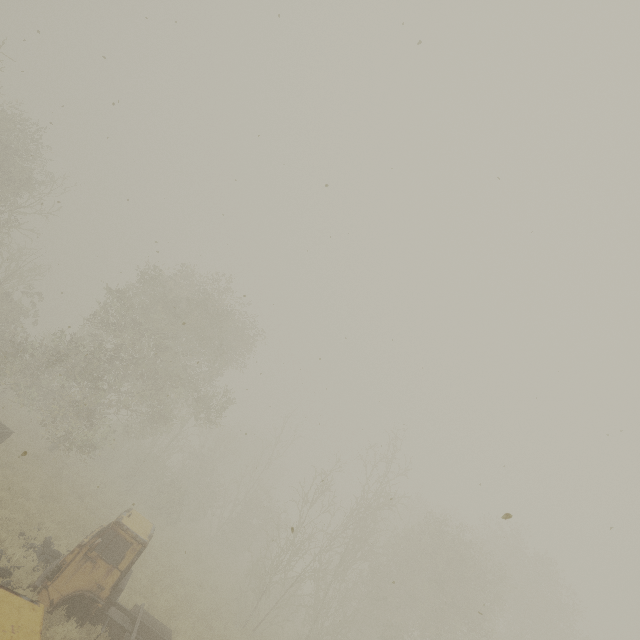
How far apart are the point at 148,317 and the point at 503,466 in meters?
20.9
